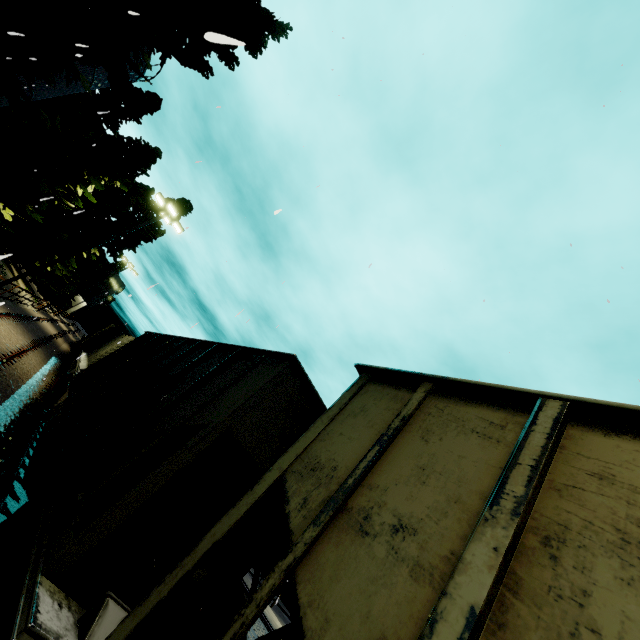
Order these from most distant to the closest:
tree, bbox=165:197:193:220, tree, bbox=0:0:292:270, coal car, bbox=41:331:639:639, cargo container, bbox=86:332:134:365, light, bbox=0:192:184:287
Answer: tree, bbox=165:197:193:220 < cargo container, bbox=86:332:134:365 < light, bbox=0:192:184:287 < tree, bbox=0:0:292:270 < coal car, bbox=41:331:639:639

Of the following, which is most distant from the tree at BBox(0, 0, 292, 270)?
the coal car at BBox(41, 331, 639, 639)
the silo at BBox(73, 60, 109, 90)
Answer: the coal car at BBox(41, 331, 639, 639)

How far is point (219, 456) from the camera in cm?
380

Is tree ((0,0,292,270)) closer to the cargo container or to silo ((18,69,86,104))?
silo ((18,69,86,104))

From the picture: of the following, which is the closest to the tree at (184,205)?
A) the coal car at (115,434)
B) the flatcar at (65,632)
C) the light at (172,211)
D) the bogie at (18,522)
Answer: the coal car at (115,434)

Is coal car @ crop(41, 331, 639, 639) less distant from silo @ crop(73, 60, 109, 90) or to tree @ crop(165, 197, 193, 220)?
tree @ crop(165, 197, 193, 220)

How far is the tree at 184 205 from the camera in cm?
3697
